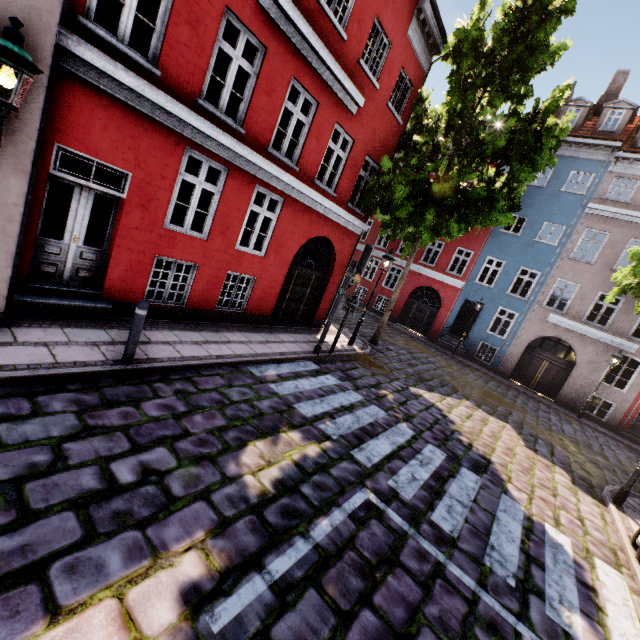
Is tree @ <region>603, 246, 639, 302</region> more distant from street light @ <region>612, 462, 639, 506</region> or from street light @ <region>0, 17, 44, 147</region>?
street light @ <region>0, 17, 44, 147</region>

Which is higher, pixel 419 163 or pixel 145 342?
pixel 419 163

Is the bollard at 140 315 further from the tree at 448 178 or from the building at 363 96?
the tree at 448 178

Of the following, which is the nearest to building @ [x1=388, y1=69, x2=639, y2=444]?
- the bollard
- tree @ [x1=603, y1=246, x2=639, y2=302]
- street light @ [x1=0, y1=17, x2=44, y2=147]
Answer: tree @ [x1=603, y1=246, x2=639, y2=302]

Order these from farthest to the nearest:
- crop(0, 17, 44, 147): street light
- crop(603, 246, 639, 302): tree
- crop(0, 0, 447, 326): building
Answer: crop(603, 246, 639, 302): tree
crop(0, 0, 447, 326): building
crop(0, 17, 44, 147): street light

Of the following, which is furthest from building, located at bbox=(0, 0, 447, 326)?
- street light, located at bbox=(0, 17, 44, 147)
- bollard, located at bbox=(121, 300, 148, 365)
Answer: bollard, located at bbox=(121, 300, 148, 365)

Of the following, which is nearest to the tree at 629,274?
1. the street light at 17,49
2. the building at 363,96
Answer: the building at 363,96

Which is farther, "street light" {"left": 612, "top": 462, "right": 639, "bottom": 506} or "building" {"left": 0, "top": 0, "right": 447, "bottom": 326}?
"street light" {"left": 612, "top": 462, "right": 639, "bottom": 506}
